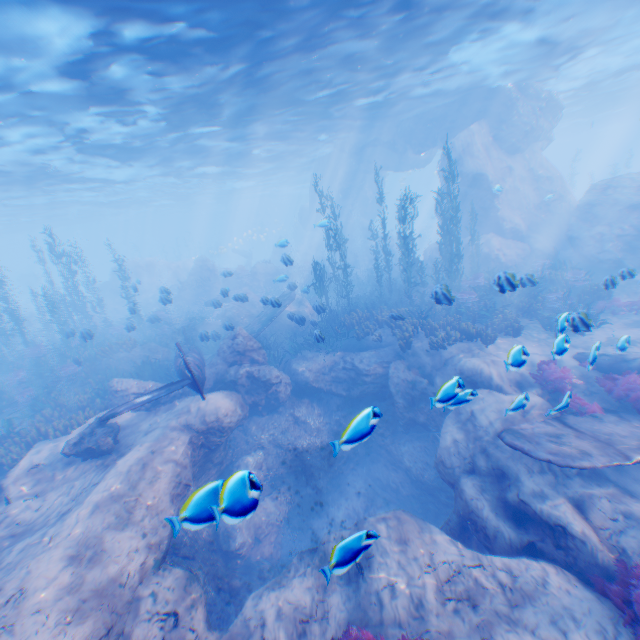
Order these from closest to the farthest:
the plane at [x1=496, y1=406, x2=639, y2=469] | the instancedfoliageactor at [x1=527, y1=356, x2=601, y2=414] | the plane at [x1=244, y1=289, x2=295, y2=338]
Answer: the plane at [x1=496, y1=406, x2=639, y2=469], the instancedfoliageactor at [x1=527, y1=356, x2=601, y2=414], the plane at [x1=244, y1=289, x2=295, y2=338]

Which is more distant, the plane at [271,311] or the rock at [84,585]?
the plane at [271,311]

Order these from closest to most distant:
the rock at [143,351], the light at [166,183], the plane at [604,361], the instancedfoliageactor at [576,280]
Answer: the plane at [604,361] → the light at [166,183] → the instancedfoliageactor at [576,280] → the rock at [143,351]

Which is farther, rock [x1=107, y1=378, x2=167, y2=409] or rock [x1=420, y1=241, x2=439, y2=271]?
rock [x1=420, y1=241, x2=439, y2=271]

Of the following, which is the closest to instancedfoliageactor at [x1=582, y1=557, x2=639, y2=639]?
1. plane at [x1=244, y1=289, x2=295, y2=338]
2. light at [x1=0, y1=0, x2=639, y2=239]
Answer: plane at [x1=244, y1=289, x2=295, y2=338]

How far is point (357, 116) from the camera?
23.1m
